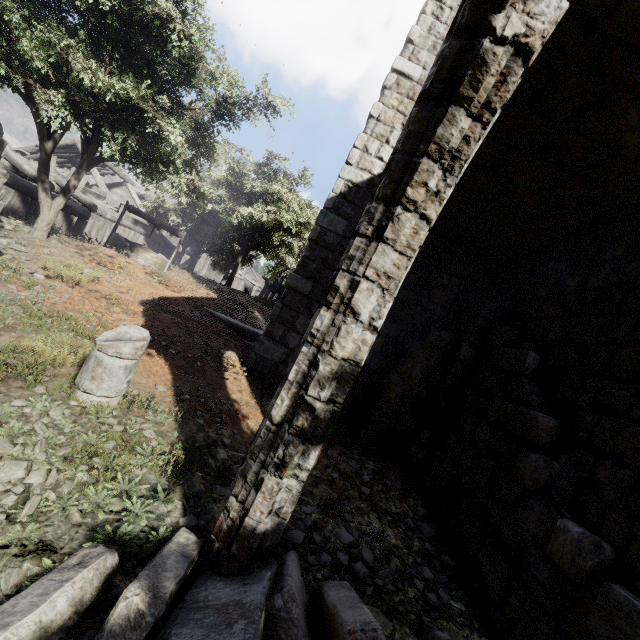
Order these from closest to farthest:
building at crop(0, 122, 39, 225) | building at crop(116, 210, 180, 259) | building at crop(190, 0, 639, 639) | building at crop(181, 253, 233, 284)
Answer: building at crop(190, 0, 639, 639) → building at crop(0, 122, 39, 225) → building at crop(116, 210, 180, 259) → building at crop(181, 253, 233, 284)

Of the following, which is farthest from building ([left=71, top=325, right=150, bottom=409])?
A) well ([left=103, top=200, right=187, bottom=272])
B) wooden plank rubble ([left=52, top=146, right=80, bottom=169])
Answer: well ([left=103, top=200, right=187, bottom=272])

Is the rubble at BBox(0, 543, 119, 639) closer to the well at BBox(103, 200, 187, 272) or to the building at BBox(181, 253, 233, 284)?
the building at BBox(181, 253, 233, 284)

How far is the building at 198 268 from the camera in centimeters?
3089cm

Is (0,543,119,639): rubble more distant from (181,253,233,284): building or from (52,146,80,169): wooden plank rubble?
(52,146,80,169): wooden plank rubble

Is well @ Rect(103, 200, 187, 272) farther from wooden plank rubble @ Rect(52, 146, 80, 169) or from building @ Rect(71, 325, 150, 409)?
wooden plank rubble @ Rect(52, 146, 80, 169)

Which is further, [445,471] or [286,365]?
[286,365]

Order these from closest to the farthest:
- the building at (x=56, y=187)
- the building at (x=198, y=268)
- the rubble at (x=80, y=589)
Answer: the rubble at (x=80, y=589) < the building at (x=56, y=187) < the building at (x=198, y=268)
